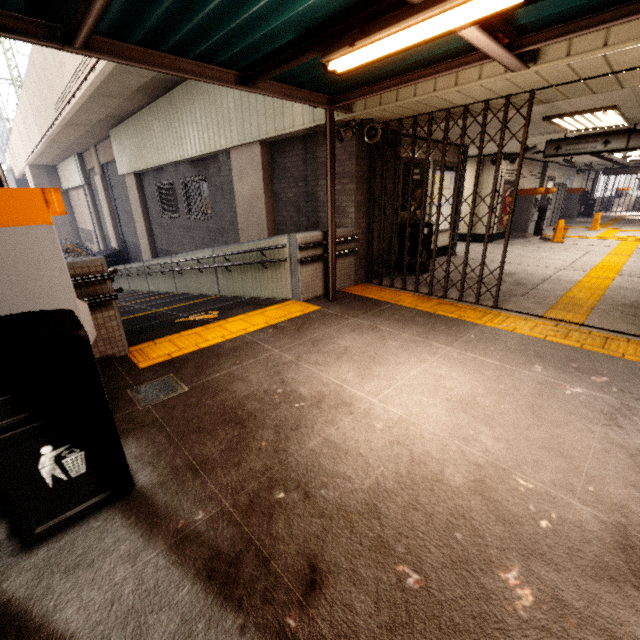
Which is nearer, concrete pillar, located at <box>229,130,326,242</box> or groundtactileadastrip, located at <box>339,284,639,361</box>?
groundtactileadastrip, located at <box>339,284,639,361</box>

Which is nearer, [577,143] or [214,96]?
[577,143]

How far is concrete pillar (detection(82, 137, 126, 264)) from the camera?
16.50m

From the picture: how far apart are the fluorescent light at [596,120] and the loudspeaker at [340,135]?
3.0m

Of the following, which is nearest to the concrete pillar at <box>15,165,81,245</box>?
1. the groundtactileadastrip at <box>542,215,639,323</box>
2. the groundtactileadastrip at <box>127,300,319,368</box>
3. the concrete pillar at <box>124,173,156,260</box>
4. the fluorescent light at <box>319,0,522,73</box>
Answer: the groundtactileadastrip at <box>542,215,639,323</box>

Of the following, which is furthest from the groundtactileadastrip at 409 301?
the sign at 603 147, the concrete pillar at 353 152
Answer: the sign at 603 147

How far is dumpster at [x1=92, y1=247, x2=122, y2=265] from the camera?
17.85m

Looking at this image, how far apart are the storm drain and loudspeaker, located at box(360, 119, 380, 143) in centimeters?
461cm
